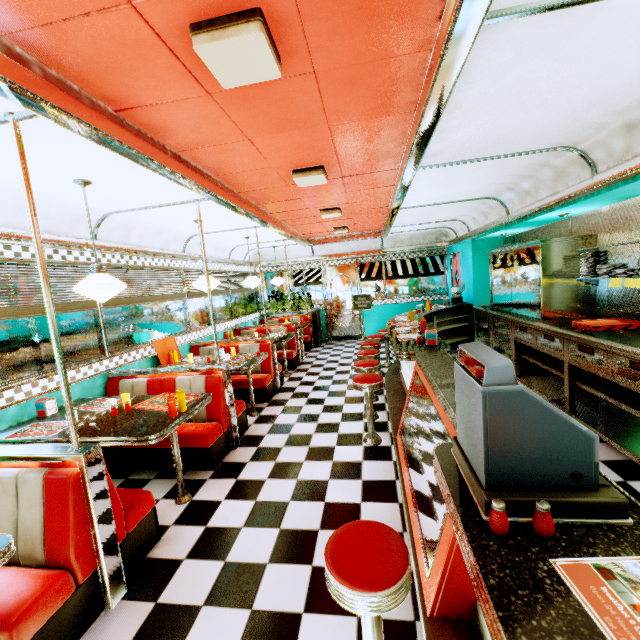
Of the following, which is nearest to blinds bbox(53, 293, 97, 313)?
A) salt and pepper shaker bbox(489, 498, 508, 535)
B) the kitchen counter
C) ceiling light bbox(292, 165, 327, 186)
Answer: ceiling light bbox(292, 165, 327, 186)

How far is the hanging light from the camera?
2.8m

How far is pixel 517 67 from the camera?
1.83m

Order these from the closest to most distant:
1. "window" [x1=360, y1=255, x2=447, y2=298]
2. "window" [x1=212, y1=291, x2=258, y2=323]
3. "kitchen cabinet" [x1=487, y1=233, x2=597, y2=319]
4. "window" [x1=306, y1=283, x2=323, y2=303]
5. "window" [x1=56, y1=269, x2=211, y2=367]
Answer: "window" [x1=56, y1=269, x2=211, y2=367], "kitchen cabinet" [x1=487, y1=233, x2=597, y2=319], "window" [x1=212, y1=291, x2=258, y2=323], "window" [x1=360, y1=255, x2=447, y2=298], "window" [x1=306, y1=283, x2=323, y2=303]

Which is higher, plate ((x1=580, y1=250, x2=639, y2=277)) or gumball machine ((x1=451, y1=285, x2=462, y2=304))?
plate ((x1=580, y1=250, x2=639, y2=277))

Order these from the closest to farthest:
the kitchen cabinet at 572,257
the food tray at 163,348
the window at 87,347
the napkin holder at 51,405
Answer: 1. the napkin holder at 51,405
2. the window at 87,347
3. the kitchen cabinet at 572,257
4. the food tray at 163,348

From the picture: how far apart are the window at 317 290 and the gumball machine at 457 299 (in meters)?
4.22

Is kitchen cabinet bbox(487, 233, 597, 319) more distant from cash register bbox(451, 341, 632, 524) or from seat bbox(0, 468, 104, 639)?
seat bbox(0, 468, 104, 639)
